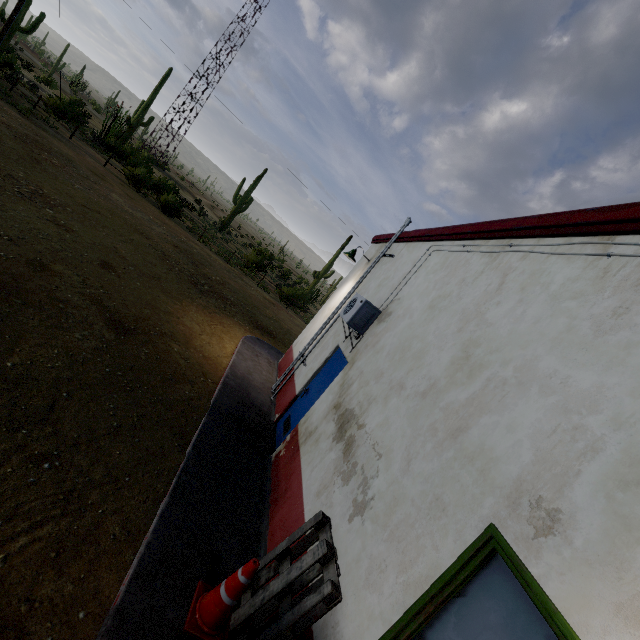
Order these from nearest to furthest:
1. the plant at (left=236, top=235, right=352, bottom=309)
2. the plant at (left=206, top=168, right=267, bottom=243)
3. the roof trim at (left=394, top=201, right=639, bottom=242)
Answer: the roof trim at (left=394, top=201, right=639, bottom=242)
the plant at (left=236, top=235, right=352, bottom=309)
the plant at (left=206, top=168, right=267, bottom=243)

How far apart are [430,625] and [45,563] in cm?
288

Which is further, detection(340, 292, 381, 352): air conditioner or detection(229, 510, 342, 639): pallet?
detection(340, 292, 381, 352): air conditioner

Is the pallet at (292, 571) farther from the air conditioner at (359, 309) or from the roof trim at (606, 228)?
the roof trim at (606, 228)

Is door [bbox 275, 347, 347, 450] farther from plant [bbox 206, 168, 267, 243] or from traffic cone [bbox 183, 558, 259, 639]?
plant [bbox 206, 168, 267, 243]

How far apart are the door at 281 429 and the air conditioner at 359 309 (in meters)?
0.24

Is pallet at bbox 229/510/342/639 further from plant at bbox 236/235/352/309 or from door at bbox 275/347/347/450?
plant at bbox 236/235/352/309

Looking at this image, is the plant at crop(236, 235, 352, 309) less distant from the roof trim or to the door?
the roof trim
